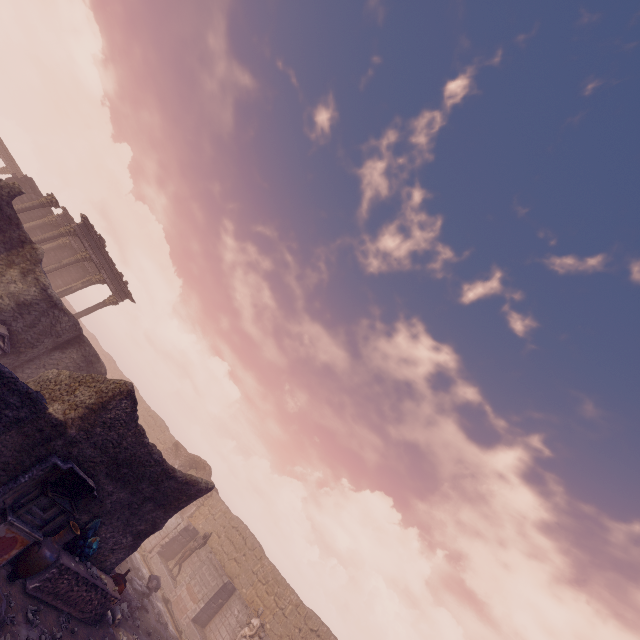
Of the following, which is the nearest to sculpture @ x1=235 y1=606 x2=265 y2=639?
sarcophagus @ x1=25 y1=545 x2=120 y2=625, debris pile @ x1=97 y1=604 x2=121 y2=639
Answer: debris pile @ x1=97 y1=604 x2=121 y2=639

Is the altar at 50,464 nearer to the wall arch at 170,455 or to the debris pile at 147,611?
the debris pile at 147,611

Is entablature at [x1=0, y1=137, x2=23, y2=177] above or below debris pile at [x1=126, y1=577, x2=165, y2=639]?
above

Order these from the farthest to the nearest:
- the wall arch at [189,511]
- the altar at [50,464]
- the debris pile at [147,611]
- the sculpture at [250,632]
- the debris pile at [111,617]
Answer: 1. the wall arch at [189,511]
2. the sculpture at [250,632]
3. the debris pile at [147,611]
4. the debris pile at [111,617]
5. the altar at [50,464]

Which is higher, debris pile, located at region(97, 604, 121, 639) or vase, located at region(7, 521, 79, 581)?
vase, located at region(7, 521, 79, 581)

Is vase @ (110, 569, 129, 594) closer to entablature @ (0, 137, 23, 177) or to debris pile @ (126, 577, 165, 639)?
Result: debris pile @ (126, 577, 165, 639)

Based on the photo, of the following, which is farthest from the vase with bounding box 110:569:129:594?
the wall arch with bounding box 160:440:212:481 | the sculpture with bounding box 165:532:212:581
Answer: the wall arch with bounding box 160:440:212:481

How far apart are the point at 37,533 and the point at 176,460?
22.2m
